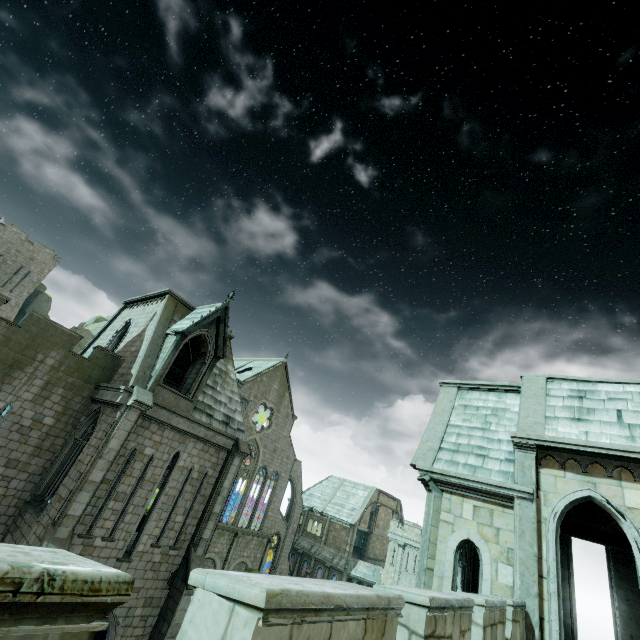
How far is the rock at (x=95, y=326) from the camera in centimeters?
4559cm

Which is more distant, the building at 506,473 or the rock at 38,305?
the rock at 38,305

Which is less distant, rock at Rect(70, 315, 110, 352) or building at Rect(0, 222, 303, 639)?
building at Rect(0, 222, 303, 639)

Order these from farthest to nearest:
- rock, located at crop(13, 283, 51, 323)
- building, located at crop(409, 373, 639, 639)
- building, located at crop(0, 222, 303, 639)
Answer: rock, located at crop(13, 283, 51, 323)
building, located at crop(0, 222, 303, 639)
building, located at crop(409, 373, 639, 639)

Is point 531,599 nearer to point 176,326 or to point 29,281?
point 176,326

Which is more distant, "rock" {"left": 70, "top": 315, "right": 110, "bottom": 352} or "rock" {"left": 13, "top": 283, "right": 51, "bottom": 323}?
"rock" {"left": 13, "top": 283, "right": 51, "bottom": 323}

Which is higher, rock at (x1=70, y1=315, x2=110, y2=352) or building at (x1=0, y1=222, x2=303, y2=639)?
rock at (x1=70, y1=315, x2=110, y2=352)
